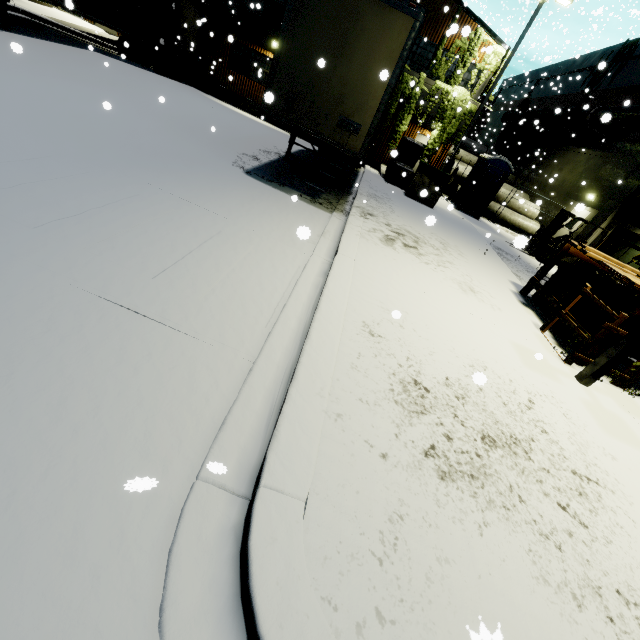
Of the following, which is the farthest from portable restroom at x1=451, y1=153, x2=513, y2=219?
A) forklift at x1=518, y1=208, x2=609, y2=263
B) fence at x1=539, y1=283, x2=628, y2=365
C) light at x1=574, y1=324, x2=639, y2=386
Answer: light at x1=574, y1=324, x2=639, y2=386

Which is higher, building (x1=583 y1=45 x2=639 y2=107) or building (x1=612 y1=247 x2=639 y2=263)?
building (x1=583 y1=45 x2=639 y2=107)

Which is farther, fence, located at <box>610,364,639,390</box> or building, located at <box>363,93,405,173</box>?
building, located at <box>363,93,405,173</box>

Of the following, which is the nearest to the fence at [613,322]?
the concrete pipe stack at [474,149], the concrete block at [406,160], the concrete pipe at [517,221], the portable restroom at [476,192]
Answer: the concrete block at [406,160]

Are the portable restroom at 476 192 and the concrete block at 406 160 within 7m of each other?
yes

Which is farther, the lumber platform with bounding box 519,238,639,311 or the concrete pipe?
the concrete pipe

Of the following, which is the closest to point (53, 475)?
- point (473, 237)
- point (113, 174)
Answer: point (113, 174)

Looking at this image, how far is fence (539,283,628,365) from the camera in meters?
5.3
